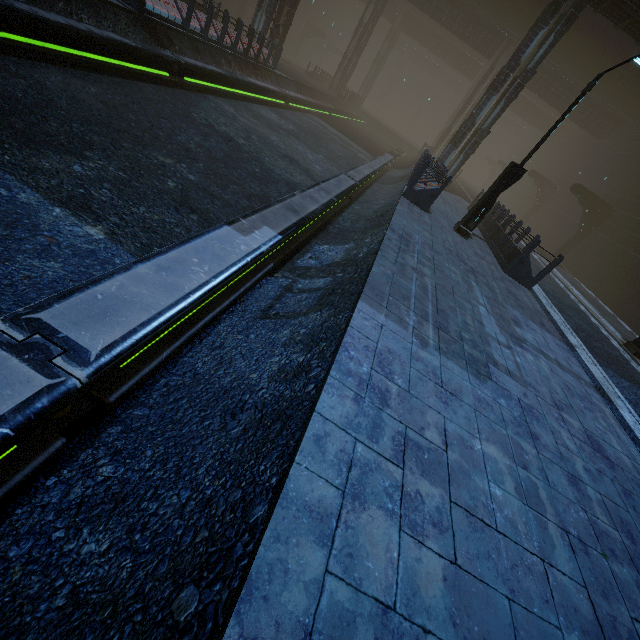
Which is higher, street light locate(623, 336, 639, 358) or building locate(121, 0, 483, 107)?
building locate(121, 0, 483, 107)

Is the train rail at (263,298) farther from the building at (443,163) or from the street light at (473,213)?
the street light at (473,213)

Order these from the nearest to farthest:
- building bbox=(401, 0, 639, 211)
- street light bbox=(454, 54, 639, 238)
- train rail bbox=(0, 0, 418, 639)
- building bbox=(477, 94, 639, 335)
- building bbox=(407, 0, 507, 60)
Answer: train rail bbox=(0, 0, 418, 639), street light bbox=(454, 54, 639, 238), building bbox=(477, 94, 639, 335), building bbox=(401, 0, 639, 211), building bbox=(407, 0, 507, 60)

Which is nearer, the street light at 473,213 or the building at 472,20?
the street light at 473,213

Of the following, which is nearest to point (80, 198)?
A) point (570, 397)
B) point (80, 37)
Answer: point (80, 37)

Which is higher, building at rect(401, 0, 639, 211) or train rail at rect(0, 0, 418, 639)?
building at rect(401, 0, 639, 211)

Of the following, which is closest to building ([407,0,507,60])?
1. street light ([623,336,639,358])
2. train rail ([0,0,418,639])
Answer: train rail ([0,0,418,639])

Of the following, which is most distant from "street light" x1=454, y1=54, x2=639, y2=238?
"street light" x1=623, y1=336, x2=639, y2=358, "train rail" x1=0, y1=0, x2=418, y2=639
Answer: "street light" x1=623, y1=336, x2=639, y2=358
